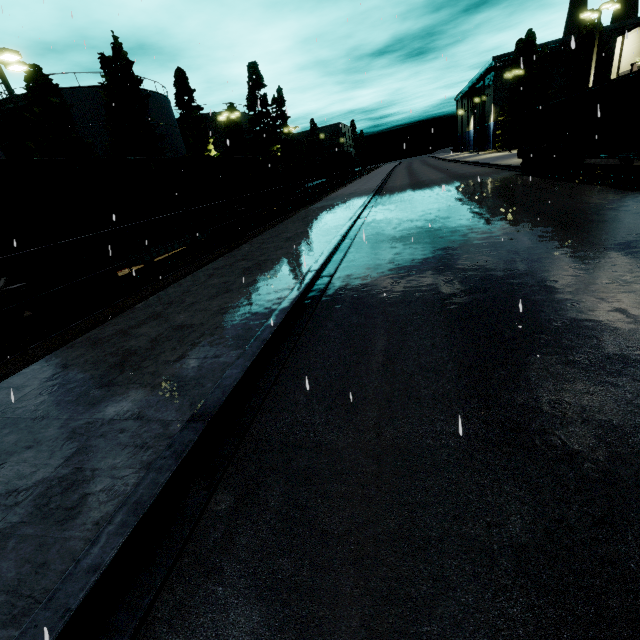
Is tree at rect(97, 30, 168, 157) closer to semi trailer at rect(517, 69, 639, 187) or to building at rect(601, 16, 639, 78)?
building at rect(601, 16, 639, 78)

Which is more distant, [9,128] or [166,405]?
[9,128]

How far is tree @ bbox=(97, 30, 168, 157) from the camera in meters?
24.7

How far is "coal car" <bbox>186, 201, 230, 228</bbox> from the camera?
14.8m

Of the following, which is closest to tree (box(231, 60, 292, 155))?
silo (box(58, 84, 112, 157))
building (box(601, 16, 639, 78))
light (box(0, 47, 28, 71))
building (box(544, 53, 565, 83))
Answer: silo (box(58, 84, 112, 157))

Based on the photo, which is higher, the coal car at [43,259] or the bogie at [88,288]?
the coal car at [43,259]

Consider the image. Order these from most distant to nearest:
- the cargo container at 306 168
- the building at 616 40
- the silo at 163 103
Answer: the silo at 163 103, the cargo container at 306 168, the building at 616 40

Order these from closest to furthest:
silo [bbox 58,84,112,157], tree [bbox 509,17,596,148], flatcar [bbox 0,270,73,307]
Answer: flatcar [bbox 0,270,73,307]
silo [bbox 58,84,112,157]
tree [bbox 509,17,596,148]
